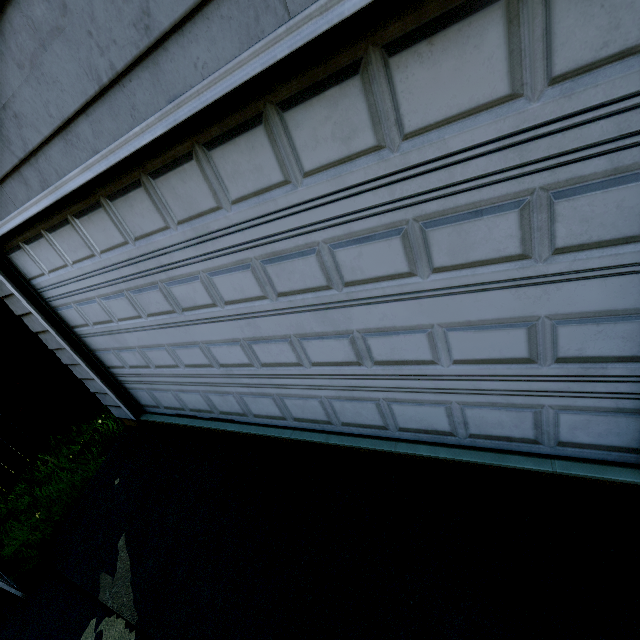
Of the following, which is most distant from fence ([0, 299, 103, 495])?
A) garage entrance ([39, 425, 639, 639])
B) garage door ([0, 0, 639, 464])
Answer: garage door ([0, 0, 639, 464])

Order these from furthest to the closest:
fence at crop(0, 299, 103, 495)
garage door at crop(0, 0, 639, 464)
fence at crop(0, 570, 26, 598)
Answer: fence at crop(0, 299, 103, 495) < fence at crop(0, 570, 26, 598) < garage door at crop(0, 0, 639, 464)

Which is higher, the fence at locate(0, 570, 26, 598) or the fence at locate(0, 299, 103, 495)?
the fence at locate(0, 299, 103, 495)

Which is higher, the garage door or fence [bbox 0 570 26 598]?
the garage door

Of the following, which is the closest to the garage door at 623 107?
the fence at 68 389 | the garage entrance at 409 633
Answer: the garage entrance at 409 633

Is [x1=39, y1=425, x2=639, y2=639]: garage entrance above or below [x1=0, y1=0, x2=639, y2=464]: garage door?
below

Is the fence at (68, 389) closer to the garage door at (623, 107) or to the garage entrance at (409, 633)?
the garage entrance at (409, 633)

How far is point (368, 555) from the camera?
2.06m
